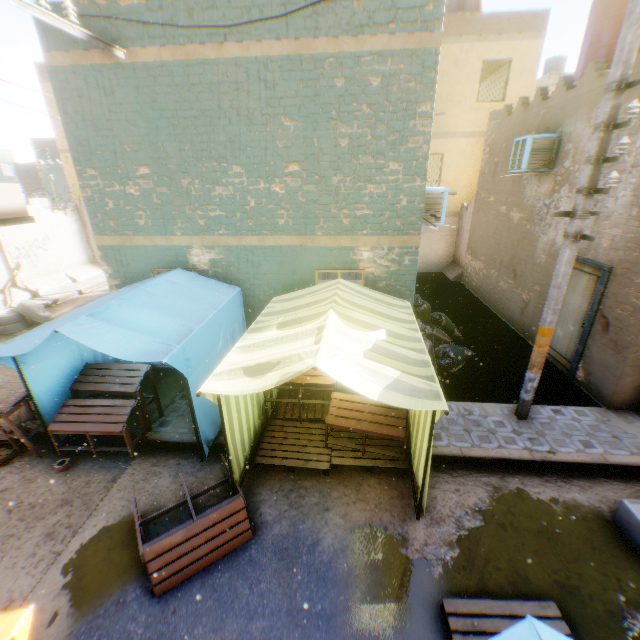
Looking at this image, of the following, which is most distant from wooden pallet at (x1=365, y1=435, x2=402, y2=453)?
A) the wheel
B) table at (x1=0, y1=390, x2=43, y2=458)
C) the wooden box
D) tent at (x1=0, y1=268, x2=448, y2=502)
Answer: the wheel

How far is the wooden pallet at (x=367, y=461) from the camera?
5.0 meters

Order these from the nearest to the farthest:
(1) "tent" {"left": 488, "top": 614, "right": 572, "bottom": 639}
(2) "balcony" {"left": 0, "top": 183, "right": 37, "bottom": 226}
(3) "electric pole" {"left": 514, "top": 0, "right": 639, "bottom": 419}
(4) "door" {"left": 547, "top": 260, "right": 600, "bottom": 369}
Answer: (1) "tent" {"left": 488, "top": 614, "right": 572, "bottom": 639}, (3) "electric pole" {"left": 514, "top": 0, "right": 639, "bottom": 419}, (4) "door" {"left": 547, "top": 260, "right": 600, "bottom": 369}, (2) "balcony" {"left": 0, "top": 183, "right": 37, "bottom": 226}

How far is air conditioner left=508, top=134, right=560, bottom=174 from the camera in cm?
782

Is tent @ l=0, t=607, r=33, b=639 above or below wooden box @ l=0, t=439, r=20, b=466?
above

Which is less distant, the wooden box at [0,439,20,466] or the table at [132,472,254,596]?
the table at [132,472,254,596]

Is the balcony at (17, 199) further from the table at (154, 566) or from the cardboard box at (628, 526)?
the table at (154, 566)

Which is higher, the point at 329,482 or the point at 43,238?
the point at 43,238
